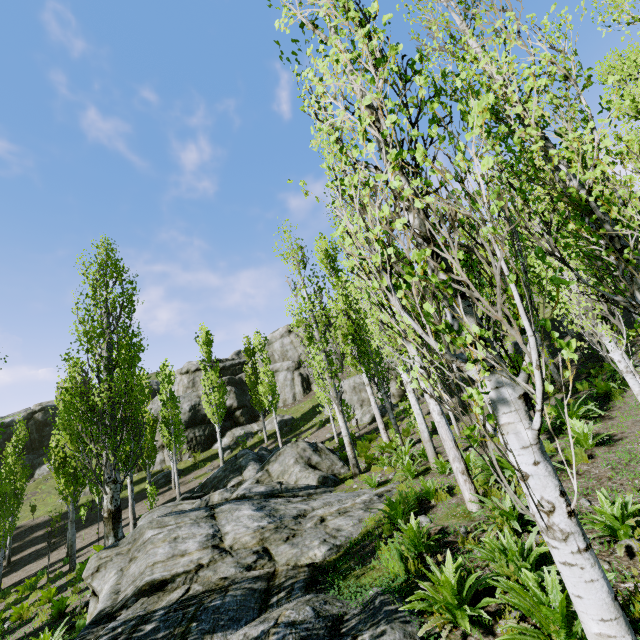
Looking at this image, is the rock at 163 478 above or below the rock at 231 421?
below

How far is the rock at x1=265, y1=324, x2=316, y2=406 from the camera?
38.9m

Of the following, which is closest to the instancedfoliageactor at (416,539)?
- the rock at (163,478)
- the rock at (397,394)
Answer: the rock at (397,394)

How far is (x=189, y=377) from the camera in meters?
42.3 m

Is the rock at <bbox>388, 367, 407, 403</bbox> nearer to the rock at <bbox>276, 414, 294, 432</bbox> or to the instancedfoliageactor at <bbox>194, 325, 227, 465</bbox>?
the instancedfoliageactor at <bbox>194, 325, 227, 465</bbox>

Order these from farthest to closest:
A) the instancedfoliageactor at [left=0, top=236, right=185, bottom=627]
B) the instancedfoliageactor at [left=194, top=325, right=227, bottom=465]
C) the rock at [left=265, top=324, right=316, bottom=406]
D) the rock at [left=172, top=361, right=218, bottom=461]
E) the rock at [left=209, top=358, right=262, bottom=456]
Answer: the rock at [left=265, top=324, right=316, bottom=406] → the rock at [left=209, top=358, right=262, bottom=456] → the rock at [left=172, top=361, right=218, bottom=461] → the instancedfoliageactor at [left=194, top=325, right=227, bottom=465] → the instancedfoliageactor at [left=0, top=236, right=185, bottom=627]
